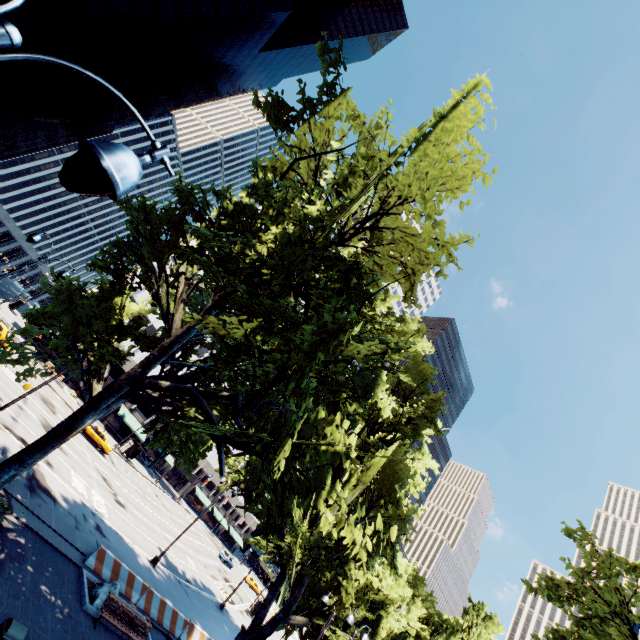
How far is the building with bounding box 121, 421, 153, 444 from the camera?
52.00m

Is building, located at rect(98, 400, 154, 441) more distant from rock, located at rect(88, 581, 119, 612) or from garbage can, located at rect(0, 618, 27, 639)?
garbage can, located at rect(0, 618, 27, 639)

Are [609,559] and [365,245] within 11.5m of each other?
no

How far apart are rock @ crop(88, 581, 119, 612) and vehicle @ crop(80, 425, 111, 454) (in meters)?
24.38

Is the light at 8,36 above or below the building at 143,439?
above

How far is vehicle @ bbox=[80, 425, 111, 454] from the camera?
34.8m

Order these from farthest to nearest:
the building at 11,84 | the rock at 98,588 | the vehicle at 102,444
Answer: the building at 11,84, the vehicle at 102,444, the rock at 98,588
